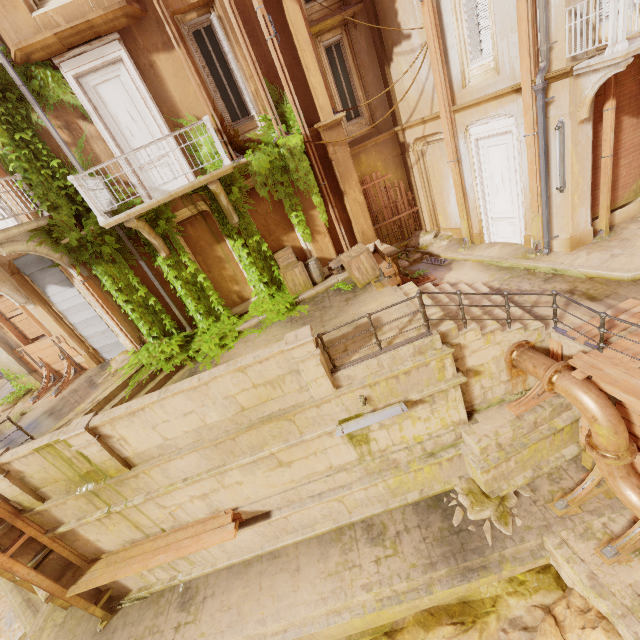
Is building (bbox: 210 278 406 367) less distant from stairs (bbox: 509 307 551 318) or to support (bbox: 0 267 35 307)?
stairs (bbox: 509 307 551 318)

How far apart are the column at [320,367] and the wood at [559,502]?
5.6 meters

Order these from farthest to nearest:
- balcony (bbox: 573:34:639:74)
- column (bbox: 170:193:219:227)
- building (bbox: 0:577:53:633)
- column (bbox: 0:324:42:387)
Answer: column (bbox: 0:324:42:387) → column (bbox: 170:193:219:227) → building (bbox: 0:577:53:633) → balcony (bbox: 573:34:639:74)

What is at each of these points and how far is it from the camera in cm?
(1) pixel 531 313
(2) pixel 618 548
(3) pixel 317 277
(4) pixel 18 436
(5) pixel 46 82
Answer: (1) stairs, 796
(2) wood, 632
(3) barrel, 1106
(4) building, 922
(5) plant, 799

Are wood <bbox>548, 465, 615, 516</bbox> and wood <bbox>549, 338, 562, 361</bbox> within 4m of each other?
yes

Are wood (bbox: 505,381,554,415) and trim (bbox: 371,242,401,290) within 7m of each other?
yes

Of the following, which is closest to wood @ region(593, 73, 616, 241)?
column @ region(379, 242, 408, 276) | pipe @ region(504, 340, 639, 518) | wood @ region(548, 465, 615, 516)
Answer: pipe @ region(504, 340, 639, 518)

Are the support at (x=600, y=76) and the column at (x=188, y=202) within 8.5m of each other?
no
